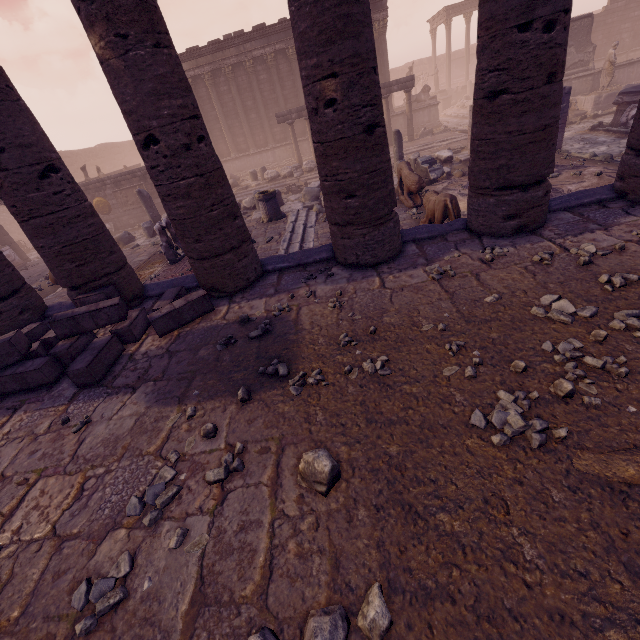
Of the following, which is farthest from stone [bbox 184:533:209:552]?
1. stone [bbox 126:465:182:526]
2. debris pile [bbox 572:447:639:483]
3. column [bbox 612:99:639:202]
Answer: column [bbox 612:99:639:202]

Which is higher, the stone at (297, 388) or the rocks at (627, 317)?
the rocks at (627, 317)

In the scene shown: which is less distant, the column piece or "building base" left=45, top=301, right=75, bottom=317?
"building base" left=45, top=301, right=75, bottom=317

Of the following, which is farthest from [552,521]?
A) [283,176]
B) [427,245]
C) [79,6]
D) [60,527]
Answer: [283,176]

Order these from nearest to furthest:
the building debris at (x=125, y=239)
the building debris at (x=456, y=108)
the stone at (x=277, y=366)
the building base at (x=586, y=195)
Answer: the stone at (x=277, y=366) < the building base at (x=586, y=195) < the building debris at (x=125, y=239) < the building debris at (x=456, y=108)

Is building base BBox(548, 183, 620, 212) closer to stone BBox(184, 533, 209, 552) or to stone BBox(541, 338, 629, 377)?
stone BBox(541, 338, 629, 377)

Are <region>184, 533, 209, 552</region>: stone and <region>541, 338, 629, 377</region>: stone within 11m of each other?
yes

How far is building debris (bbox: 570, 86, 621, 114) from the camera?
15.19m
